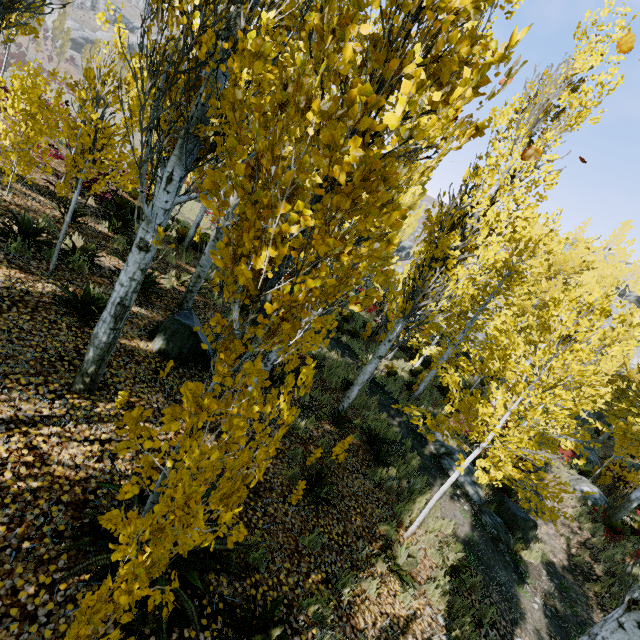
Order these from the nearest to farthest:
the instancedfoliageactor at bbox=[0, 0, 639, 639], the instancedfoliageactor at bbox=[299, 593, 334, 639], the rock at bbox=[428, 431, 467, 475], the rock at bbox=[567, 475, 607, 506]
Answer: the instancedfoliageactor at bbox=[0, 0, 639, 639]
the instancedfoliageactor at bbox=[299, 593, 334, 639]
the rock at bbox=[428, 431, 467, 475]
the rock at bbox=[567, 475, 607, 506]

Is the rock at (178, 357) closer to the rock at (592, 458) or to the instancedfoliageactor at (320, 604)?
the instancedfoliageactor at (320, 604)

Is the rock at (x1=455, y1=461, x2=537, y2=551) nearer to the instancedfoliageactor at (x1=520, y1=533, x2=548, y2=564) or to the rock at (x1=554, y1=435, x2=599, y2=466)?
the instancedfoliageactor at (x1=520, y1=533, x2=548, y2=564)

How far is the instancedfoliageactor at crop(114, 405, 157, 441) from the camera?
2.2 meters

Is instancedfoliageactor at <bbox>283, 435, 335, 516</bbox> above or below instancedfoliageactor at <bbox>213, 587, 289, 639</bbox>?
below

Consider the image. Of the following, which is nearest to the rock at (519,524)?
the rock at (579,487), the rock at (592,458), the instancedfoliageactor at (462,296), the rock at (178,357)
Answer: the instancedfoliageactor at (462,296)

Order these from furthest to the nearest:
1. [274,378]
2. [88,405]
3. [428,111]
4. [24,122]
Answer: [274,378] < [24,122] < [88,405] < [428,111]
